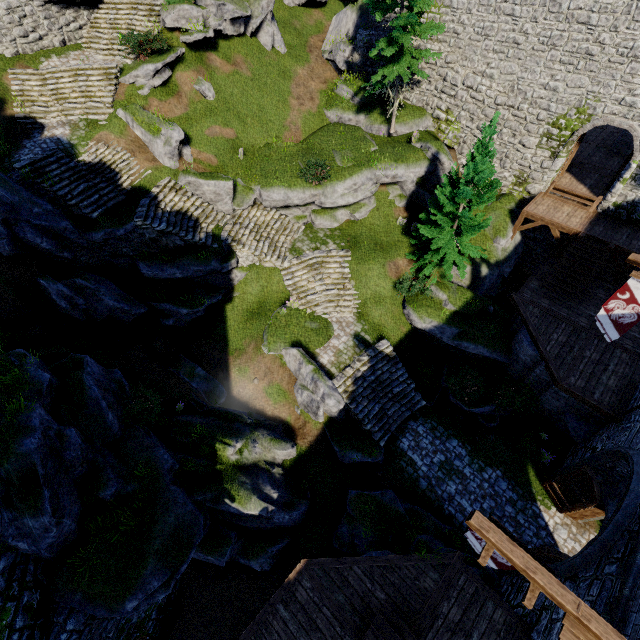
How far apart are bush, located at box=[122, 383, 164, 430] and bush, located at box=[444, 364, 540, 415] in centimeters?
1587cm

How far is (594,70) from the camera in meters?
15.4

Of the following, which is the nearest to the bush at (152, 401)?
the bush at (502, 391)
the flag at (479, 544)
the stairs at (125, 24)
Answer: the flag at (479, 544)

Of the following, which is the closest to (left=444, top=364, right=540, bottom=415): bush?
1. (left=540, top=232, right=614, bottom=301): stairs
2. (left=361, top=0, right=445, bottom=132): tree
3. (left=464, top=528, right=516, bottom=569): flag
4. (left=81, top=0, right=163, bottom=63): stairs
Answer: (left=540, top=232, right=614, bottom=301): stairs

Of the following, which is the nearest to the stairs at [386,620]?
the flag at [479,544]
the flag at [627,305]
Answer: the flag at [479,544]

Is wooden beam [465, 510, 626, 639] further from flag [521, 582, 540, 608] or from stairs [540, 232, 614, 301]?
stairs [540, 232, 614, 301]

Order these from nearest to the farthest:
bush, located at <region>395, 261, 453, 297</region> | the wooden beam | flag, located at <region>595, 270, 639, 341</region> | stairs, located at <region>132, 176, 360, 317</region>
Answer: the wooden beam < flag, located at <region>595, 270, 639, 341</region> < stairs, located at <region>132, 176, 360, 317</region> < bush, located at <region>395, 261, 453, 297</region>

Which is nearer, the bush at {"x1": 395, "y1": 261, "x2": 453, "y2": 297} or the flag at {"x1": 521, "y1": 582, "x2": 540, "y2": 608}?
the flag at {"x1": 521, "y1": 582, "x2": 540, "y2": 608}
